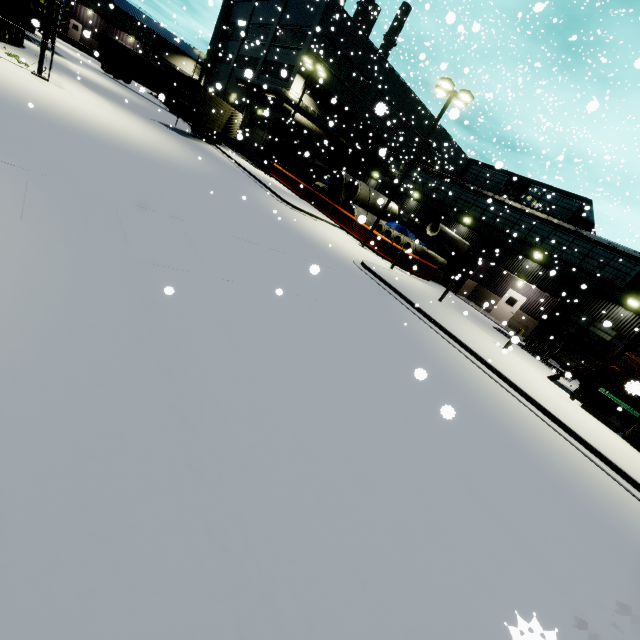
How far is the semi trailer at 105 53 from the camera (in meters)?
35.69

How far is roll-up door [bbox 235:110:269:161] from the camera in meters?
33.3

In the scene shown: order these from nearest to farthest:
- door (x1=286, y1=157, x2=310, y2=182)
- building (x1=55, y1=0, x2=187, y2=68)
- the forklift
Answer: the forklift < door (x1=286, y1=157, x2=310, y2=182) < building (x1=55, y1=0, x2=187, y2=68)

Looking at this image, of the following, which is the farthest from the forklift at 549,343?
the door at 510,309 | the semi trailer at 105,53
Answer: the semi trailer at 105,53

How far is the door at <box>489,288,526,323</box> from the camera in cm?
2467

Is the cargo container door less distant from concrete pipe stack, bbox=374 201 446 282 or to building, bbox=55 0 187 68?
concrete pipe stack, bbox=374 201 446 282

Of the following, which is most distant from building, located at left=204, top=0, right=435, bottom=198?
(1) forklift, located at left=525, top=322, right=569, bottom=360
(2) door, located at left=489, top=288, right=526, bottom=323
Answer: (1) forklift, located at left=525, top=322, right=569, bottom=360

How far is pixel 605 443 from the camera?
9.8m
